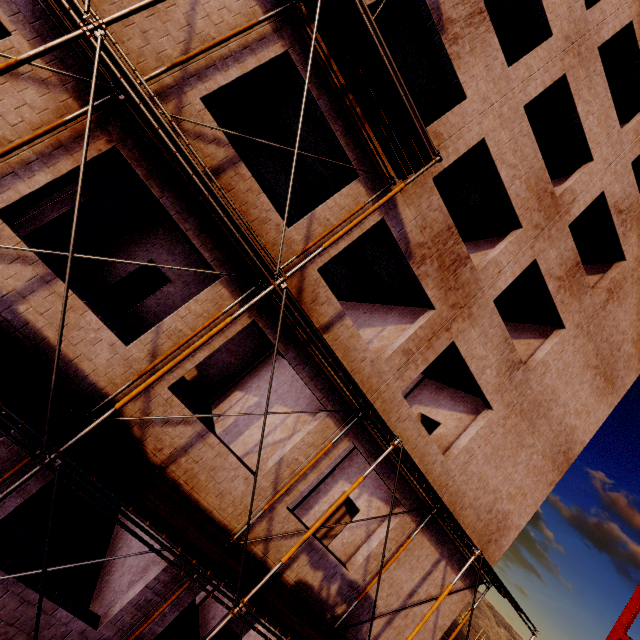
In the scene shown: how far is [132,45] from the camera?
5.7m

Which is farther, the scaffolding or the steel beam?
the steel beam

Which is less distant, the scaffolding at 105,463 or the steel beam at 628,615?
the scaffolding at 105,463
